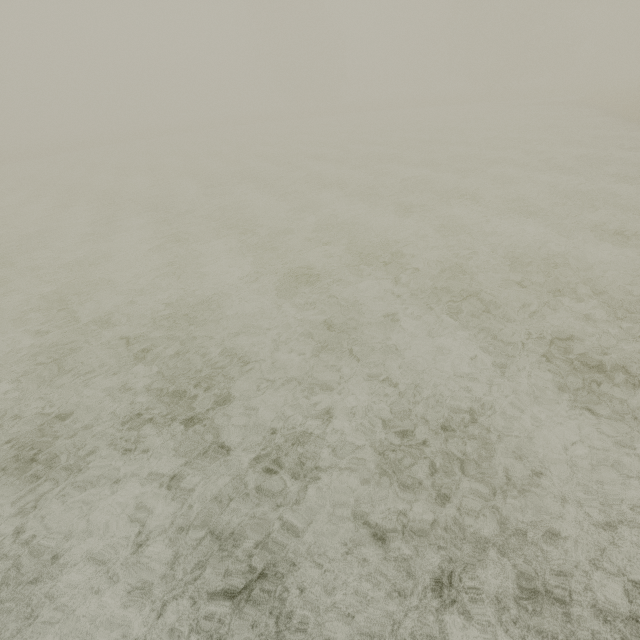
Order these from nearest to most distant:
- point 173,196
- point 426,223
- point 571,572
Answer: point 571,572, point 426,223, point 173,196
